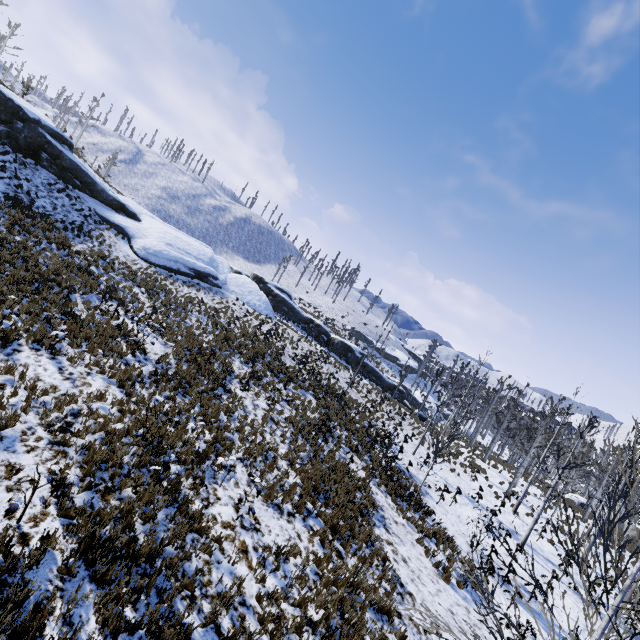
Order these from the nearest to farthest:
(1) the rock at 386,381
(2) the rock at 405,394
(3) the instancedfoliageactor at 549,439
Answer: (3) the instancedfoliageactor at 549,439 → (1) the rock at 386,381 → (2) the rock at 405,394

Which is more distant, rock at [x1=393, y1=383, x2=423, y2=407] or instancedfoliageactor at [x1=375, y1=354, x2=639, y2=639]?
rock at [x1=393, y1=383, x2=423, y2=407]

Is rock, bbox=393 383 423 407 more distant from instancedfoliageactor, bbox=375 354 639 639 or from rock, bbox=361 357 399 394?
instancedfoliageactor, bbox=375 354 639 639

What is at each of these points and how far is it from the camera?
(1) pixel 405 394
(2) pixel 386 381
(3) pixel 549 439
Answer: (1) rock, 40.0m
(2) rock, 39.4m
(3) instancedfoliageactor, 40.5m

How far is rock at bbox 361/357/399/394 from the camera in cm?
3797

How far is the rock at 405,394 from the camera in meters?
39.6 m

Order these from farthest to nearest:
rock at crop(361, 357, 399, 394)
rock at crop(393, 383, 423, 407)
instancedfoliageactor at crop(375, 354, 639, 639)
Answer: rock at crop(393, 383, 423, 407), rock at crop(361, 357, 399, 394), instancedfoliageactor at crop(375, 354, 639, 639)
